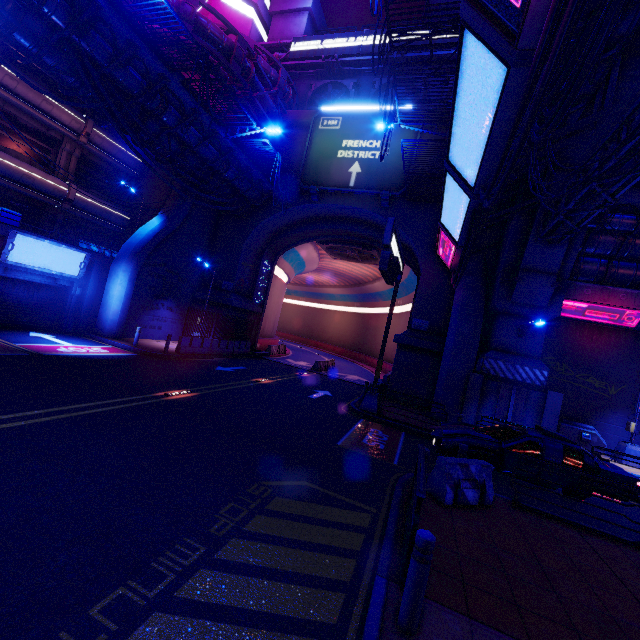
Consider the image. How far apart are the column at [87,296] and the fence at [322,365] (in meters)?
15.45

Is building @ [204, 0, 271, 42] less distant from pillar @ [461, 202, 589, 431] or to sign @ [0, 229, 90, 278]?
sign @ [0, 229, 90, 278]

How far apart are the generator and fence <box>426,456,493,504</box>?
11.9m

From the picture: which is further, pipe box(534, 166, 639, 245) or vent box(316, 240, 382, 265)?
vent box(316, 240, 382, 265)

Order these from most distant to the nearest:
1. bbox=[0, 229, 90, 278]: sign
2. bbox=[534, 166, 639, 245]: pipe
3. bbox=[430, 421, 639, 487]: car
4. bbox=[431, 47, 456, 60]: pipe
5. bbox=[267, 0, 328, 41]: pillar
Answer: bbox=[267, 0, 328, 41]: pillar < bbox=[431, 47, 456, 60]: pipe < bbox=[0, 229, 90, 278]: sign < bbox=[534, 166, 639, 245]: pipe < bbox=[430, 421, 639, 487]: car

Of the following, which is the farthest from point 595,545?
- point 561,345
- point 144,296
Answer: point 144,296

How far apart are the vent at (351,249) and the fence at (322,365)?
9.95m

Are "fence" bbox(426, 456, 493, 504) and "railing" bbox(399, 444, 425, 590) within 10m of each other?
yes
